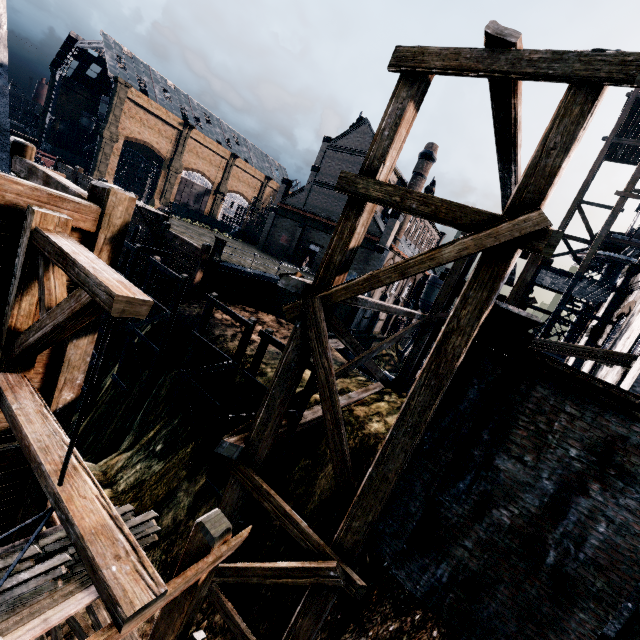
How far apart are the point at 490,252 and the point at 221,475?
11.7 meters

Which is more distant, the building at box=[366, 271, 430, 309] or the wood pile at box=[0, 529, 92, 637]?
the building at box=[366, 271, 430, 309]

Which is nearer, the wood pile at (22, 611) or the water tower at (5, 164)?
the wood pile at (22, 611)

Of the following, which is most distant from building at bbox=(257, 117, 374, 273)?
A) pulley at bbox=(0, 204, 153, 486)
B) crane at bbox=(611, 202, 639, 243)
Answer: pulley at bbox=(0, 204, 153, 486)

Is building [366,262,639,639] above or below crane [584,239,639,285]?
below

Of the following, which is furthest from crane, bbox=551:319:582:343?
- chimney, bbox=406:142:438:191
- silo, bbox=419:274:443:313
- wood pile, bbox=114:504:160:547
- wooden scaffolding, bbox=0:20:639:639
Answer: wood pile, bbox=114:504:160:547

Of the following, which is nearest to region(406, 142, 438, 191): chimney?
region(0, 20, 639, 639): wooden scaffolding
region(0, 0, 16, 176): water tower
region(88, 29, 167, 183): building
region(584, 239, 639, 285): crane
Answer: region(88, 29, 167, 183): building

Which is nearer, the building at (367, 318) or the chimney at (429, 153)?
the building at (367, 318)
